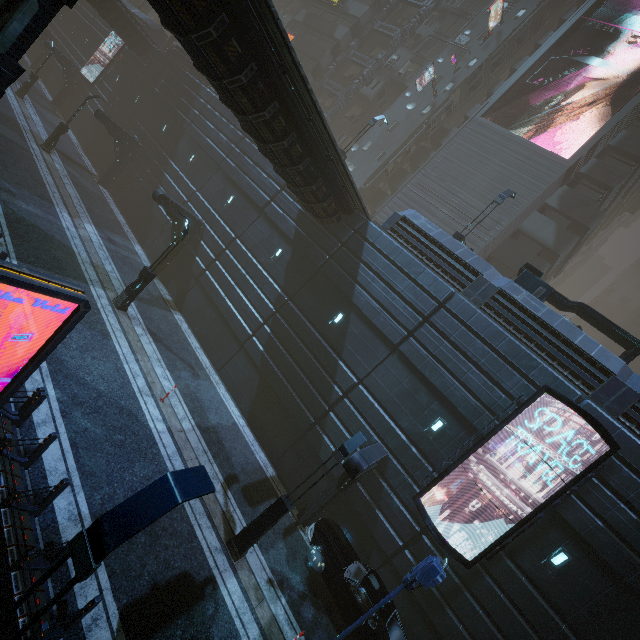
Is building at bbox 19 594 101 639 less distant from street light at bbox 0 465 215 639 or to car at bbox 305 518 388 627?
car at bbox 305 518 388 627

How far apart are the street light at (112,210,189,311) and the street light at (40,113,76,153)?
16.7m

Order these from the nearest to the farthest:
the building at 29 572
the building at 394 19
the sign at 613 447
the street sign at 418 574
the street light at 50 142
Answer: the building at 29 572 < the street sign at 418 574 < the sign at 613 447 < the street light at 50 142 < the building at 394 19

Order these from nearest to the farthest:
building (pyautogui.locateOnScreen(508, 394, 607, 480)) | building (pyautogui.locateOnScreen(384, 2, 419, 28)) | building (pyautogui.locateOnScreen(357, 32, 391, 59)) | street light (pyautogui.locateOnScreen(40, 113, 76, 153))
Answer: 1. building (pyautogui.locateOnScreen(508, 394, 607, 480))
2. street light (pyautogui.locateOnScreen(40, 113, 76, 153))
3. building (pyautogui.locateOnScreen(384, 2, 419, 28))
4. building (pyautogui.locateOnScreen(357, 32, 391, 59))

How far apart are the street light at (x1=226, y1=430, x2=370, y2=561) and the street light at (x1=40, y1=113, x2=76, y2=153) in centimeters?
2870cm

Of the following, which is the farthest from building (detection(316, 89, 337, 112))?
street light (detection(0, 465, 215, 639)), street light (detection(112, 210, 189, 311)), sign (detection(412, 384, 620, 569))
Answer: street light (detection(112, 210, 189, 311))

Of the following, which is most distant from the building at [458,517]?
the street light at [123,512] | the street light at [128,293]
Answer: the street light at [128,293]

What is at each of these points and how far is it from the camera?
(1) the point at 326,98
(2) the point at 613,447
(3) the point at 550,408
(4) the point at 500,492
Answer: (1) building, 37.6m
(2) sign, 10.5m
(3) building, 11.8m
(4) building, 12.0m
